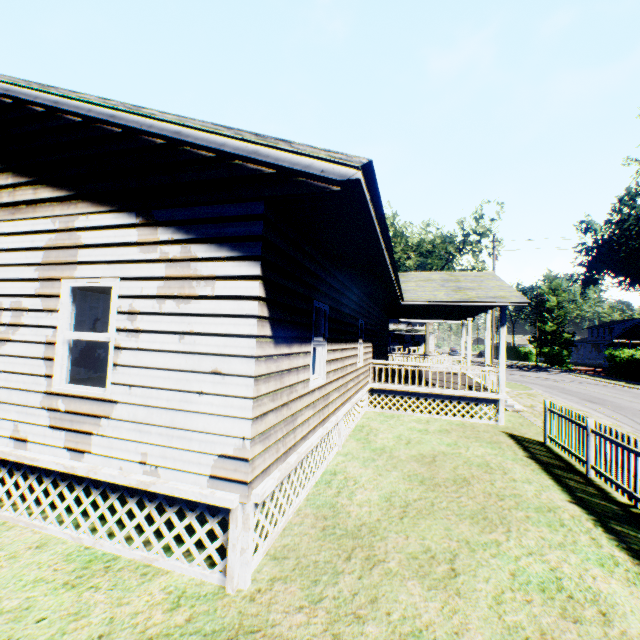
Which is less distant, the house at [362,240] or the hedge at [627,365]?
the house at [362,240]

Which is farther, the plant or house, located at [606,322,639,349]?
the plant

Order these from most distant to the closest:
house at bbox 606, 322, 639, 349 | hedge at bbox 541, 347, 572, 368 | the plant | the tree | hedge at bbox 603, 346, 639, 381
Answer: the plant < hedge at bbox 541, 347, 572, 368 < house at bbox 606, 322, 639, 349 < the tree < hedge at bbox 603, 346, 639, 381

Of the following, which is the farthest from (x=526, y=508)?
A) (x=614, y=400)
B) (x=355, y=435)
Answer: (x=614, y=400)

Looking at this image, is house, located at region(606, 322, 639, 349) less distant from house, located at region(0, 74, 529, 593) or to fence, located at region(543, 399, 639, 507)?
house, located at region(0, 74, 529, 593)

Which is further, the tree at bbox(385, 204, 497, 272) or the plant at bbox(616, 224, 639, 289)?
the plant at bbox(616, 224, 639, 289)

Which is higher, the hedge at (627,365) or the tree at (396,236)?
the tree at (396,236)

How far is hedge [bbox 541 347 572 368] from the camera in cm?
4681
